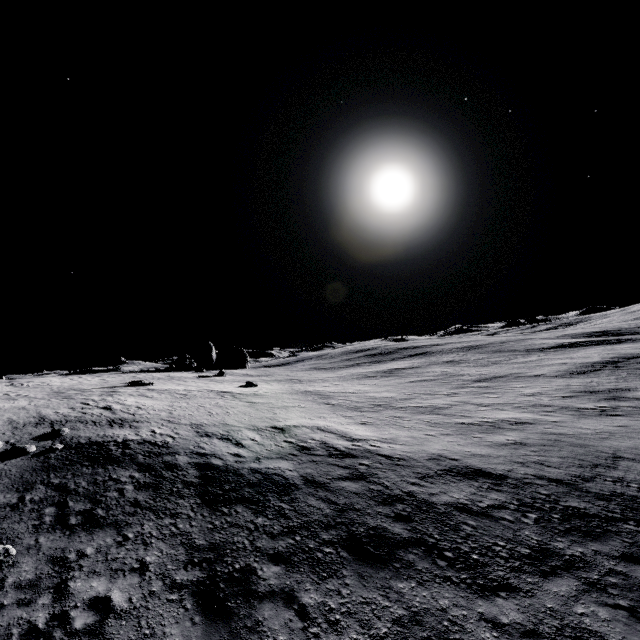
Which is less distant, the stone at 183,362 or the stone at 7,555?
the stone at 7,555

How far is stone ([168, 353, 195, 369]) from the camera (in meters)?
42.94

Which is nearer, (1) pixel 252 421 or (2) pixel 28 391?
(1) pixel 252 421

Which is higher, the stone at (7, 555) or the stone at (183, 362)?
the stone at (183, 362)

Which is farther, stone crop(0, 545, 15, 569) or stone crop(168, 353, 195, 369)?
stone crop(168, 353, 195, 369)

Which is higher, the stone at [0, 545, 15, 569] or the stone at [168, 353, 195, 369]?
the stone at [168, 353, 195, 369]
